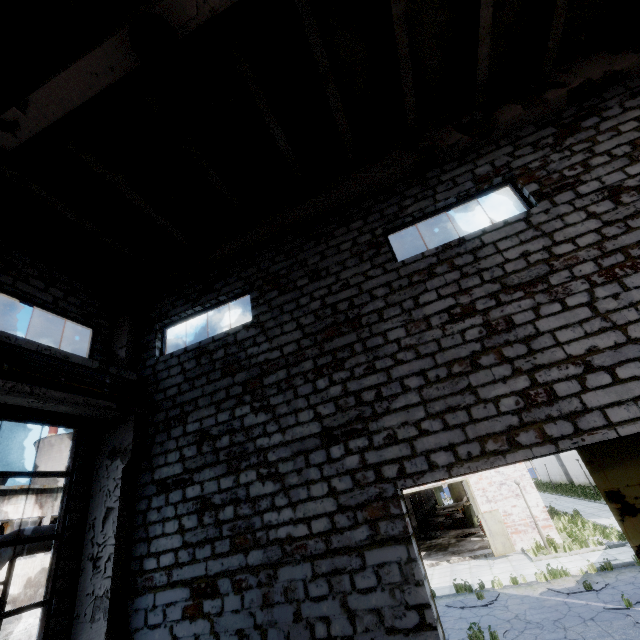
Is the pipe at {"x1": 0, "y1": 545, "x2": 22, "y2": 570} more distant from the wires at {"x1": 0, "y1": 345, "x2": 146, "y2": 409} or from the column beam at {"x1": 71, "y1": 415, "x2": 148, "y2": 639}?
the wires at {"x1": 0, "y1": 345, "x2": 146, "y2": 409}

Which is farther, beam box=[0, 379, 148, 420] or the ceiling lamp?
beam box=[0, 379, 148, 420]

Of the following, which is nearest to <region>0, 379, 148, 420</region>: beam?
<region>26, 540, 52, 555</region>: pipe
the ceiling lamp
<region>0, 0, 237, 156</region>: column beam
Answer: <region>0, 0, 237, 156</region>: column beam

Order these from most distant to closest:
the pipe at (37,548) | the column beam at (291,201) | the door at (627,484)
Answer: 1. the pipe at (37,548)
2. the column beam at (291,201)
3. the door at (627,484)

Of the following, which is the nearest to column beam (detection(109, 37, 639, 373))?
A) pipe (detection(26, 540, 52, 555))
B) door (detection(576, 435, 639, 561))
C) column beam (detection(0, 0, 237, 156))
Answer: column beam (detection(0, 0, 237, 156))

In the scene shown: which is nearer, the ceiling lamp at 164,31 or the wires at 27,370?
the ceiling lamp at 164,31

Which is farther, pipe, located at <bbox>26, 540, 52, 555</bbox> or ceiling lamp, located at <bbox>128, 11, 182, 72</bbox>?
pipe, located at <bbox>26, 540, 52, 555</bbox>

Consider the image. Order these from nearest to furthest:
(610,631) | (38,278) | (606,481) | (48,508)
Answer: (606,481), (38,278), (610,631), (48,508)
